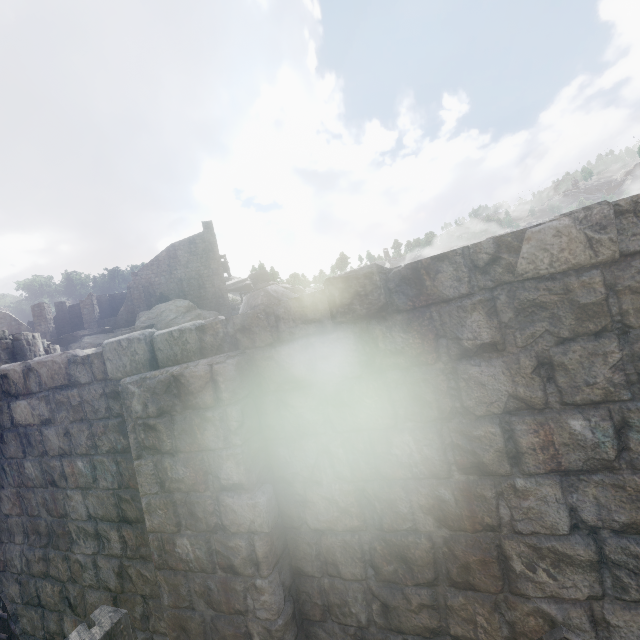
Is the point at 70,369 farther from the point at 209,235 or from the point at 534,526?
the point at 209,235
